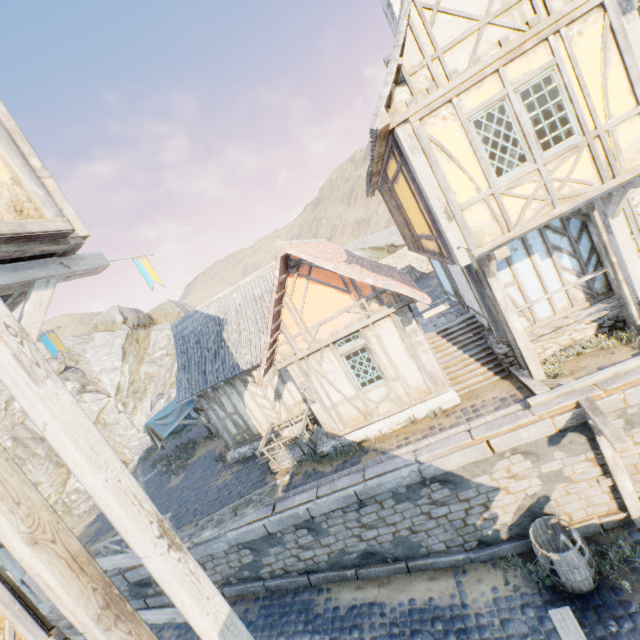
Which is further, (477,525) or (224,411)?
(224,411)

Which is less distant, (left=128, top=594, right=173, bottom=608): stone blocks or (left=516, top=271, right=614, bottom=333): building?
(left=516, top=271, right=614, bottom=333): building

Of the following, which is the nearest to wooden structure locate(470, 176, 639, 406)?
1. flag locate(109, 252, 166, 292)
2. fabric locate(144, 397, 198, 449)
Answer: flag locate(109, 252, 166, 292)

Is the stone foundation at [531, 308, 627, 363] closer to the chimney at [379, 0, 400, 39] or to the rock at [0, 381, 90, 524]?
the chimney at [379, 0, 400, 39]

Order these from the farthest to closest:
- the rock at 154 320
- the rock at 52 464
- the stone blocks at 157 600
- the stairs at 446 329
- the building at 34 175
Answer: the rock at 154 320, the rock at 52 464, the stone blocks at 157 600, the stairs at 446 329, the building at 34 175

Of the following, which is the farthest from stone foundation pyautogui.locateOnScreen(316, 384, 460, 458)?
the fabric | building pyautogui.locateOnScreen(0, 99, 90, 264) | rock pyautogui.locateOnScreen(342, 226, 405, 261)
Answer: building pyautogui.locateOnScreen(0, 99, 90, 264)

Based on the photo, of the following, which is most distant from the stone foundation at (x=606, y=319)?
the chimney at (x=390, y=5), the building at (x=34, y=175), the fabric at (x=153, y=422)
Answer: the fabric at (x=153, y=422)

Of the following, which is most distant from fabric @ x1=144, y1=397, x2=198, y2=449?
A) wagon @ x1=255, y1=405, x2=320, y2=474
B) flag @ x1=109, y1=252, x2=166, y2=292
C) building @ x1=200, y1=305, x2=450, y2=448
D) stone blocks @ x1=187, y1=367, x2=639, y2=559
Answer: flag @ x1=109, y1=252, x2=166, y2=292
